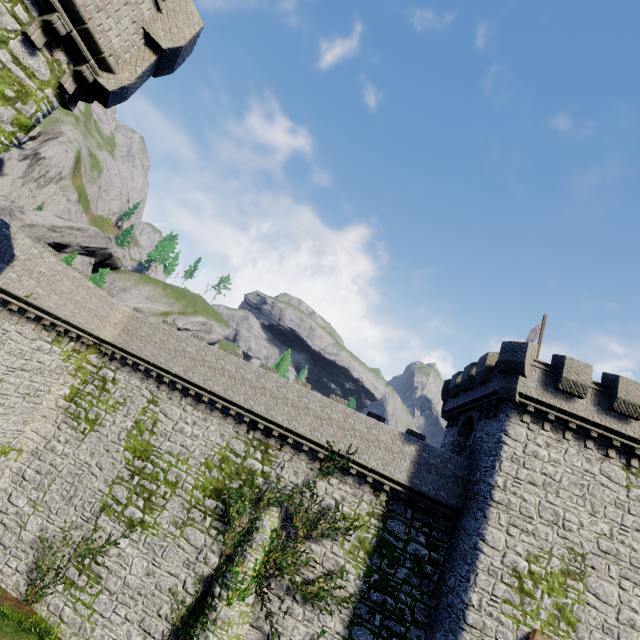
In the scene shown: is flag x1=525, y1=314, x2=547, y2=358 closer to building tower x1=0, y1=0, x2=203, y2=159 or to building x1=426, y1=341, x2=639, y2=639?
building x1=426, y1=341, x2=639, y2=639

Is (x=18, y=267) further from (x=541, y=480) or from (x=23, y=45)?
(x=541, y=480)

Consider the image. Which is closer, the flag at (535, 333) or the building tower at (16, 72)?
the building tower at (16, 72)

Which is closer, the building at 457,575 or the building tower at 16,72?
the building tower at 16,72

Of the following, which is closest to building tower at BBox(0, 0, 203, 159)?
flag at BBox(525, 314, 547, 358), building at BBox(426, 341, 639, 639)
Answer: building at BBox(426, 341, 639, 639)

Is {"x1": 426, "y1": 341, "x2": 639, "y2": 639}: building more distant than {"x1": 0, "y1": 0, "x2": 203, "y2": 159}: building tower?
Yes

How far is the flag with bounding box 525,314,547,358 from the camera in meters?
19.9
